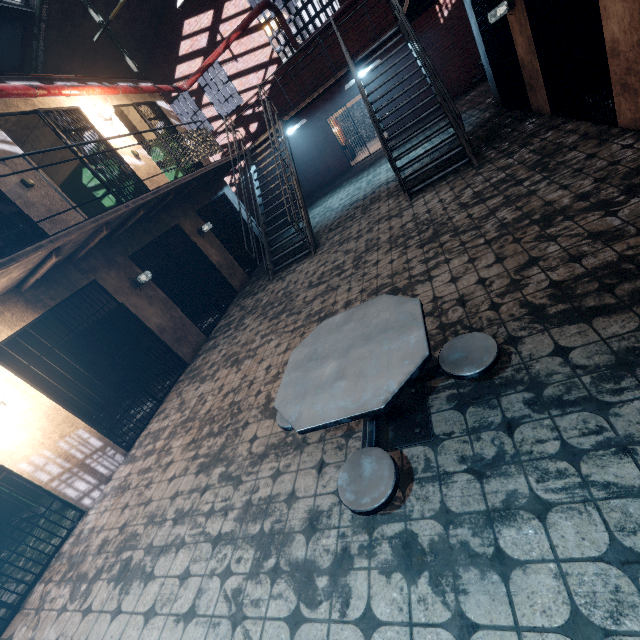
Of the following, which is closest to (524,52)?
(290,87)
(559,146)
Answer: (559,146)

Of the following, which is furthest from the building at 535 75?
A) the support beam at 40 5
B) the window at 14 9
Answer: the window at 14 9

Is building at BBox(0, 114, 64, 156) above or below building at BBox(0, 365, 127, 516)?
above

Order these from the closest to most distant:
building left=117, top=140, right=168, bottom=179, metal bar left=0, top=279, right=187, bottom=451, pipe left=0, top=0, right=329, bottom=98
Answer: metal bar left=0, top=279, right=187, bottom=451 → pipe left=0, top=0, right=329, bottom=98 → building left=117, top=140, right=168, bottom=179

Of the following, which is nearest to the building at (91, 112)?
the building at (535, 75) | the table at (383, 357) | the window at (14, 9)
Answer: the window at (14, 9)

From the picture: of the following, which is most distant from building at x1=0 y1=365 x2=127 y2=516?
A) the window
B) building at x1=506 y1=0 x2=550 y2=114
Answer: building at x1=506 y1=0 x2=550 y2=114

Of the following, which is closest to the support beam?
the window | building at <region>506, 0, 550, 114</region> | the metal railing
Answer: the window

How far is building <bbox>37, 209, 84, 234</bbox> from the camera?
5.5 meters
